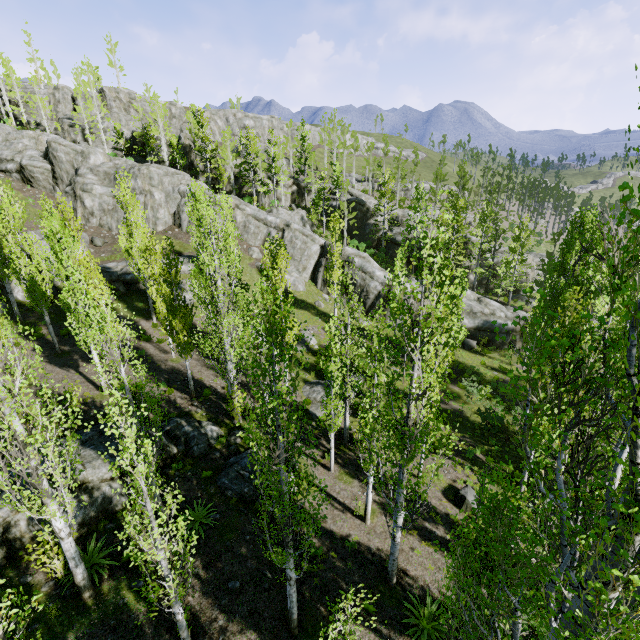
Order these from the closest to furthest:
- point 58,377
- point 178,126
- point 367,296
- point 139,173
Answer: point 58,377, point 367,296, point 139,173, point 178,126

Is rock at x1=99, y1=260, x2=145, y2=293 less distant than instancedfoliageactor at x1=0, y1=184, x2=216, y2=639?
No

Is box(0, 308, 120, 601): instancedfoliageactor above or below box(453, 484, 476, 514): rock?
above

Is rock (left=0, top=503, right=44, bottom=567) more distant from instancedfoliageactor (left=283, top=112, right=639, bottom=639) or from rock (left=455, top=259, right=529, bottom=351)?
rock (left=455, top=259, right=529, bottom=351)

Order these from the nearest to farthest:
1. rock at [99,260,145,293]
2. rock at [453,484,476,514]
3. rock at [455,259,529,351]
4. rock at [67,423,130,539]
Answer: rock at [67,423,130,539] → rock at [453,484,476,514] → rock at [99,260,145,293] → rock at [455,259,529,351]

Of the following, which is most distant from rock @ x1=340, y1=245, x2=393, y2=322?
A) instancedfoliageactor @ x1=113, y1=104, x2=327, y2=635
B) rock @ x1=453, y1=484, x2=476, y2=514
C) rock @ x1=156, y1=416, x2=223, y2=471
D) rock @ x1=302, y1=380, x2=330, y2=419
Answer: rock @ x1=453, y1=484, x2=476, y2=514

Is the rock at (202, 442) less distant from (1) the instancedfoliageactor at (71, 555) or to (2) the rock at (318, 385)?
(1) the instancedfoliageactor at (71, 555)

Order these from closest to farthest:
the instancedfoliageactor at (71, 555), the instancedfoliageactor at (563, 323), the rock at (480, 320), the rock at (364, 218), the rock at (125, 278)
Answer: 1. the instancedfoliageactor at (563, 323)
2. the instancedfoliageactor at (71, 555)
3. the rock at (125, 278)
4. the rock at (480, 320)
5. the rock at (364, 218)
